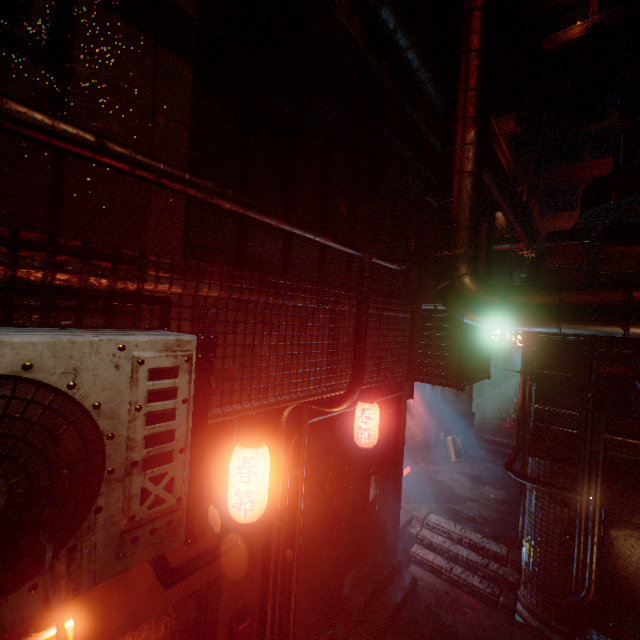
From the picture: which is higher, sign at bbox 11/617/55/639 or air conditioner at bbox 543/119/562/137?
air conditioner at bbox 543/119/562/137

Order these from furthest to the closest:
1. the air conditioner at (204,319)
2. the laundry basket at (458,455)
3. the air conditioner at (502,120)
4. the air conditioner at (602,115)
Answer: the air conditioner at (602,115), the air conditioner at (502,120), the laundry basket at (458,455), the air conditioner at (204,319)

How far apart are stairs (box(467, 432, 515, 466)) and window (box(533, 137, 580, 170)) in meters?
21.1

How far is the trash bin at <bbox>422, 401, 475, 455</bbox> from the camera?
8.2m

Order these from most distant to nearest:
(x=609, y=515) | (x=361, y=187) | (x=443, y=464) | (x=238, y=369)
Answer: (x=443, y=464), (x=609, y=515), (x=361, y=187), (x=238, y=369)

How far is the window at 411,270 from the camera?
3.39m

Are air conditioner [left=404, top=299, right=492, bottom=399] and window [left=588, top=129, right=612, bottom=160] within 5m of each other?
no

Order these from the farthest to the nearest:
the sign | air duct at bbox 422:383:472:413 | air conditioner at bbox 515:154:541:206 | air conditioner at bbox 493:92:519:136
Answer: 1. air conditioner at bbox 515:154:541:206
2. air conditioner at bbox 493:92:519:136
3. air duct at bbox 422:383:472:413
4. the sign
